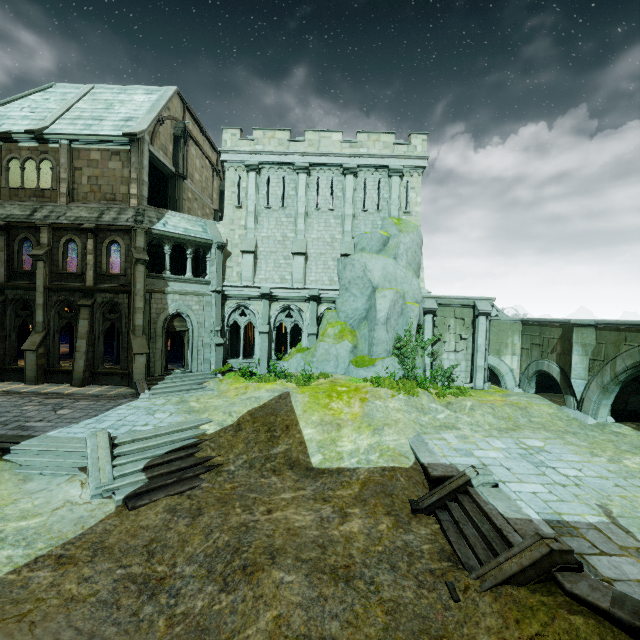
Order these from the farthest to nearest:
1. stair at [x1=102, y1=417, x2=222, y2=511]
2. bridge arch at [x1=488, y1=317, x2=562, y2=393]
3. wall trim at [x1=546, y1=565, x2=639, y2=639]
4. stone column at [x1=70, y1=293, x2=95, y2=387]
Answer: bridge arch at [x1=488, y1=317, x2=562, y2=393] → stone column at [x1=70, y1=293, x2=95, y2=387] → stair at [x1=102, y1=417, x2=222, y2=511] → wall trim at [x1=546, y1=565, x2=639, y2=639]

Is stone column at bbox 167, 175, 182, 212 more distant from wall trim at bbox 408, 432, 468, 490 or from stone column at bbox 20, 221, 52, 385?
wall trim at bbox 408, 432, 468, 490

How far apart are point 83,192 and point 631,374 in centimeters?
3017cm

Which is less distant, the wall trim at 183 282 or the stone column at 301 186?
the wall trim at 183 282

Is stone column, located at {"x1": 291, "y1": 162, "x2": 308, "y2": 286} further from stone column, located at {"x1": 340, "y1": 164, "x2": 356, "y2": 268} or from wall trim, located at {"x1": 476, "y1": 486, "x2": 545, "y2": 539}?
wall trim, located at {"x1": 476, "y1": 486, "x2": 545, "y2": 539}

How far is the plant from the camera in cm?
1652

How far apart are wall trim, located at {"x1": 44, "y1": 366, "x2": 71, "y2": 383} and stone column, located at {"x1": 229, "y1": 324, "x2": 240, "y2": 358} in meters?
8.6 m

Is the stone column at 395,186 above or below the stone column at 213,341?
above
